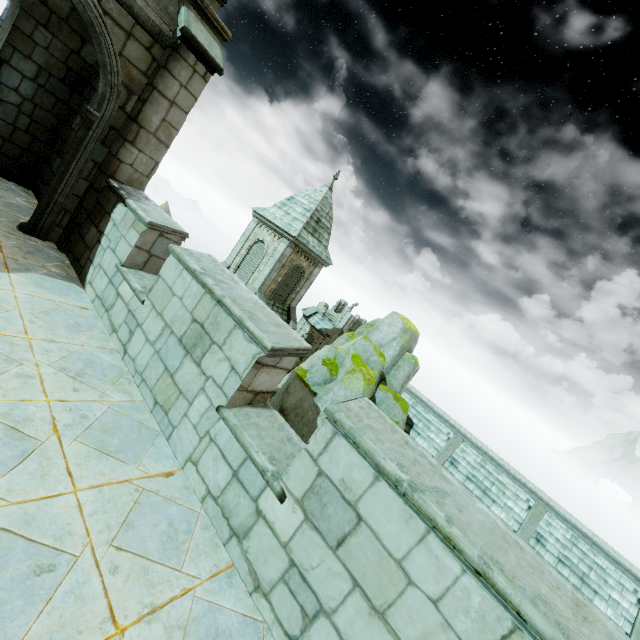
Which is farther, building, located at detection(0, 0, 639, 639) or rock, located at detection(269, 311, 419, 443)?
rock, located at detection(269, 311, 419, 443)

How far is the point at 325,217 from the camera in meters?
26.0

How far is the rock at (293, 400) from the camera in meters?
13.7 m

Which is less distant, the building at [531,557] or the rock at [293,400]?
the building at [531,557]

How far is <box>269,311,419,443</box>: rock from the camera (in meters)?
13.72
